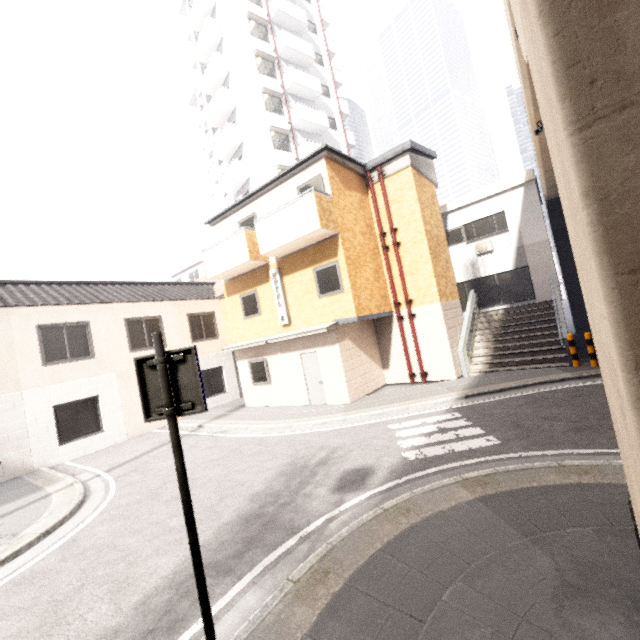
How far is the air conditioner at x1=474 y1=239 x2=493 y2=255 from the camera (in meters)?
16.46

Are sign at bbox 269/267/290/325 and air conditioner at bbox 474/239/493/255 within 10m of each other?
no

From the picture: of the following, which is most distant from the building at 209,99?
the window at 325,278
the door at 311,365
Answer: the door at 311,365

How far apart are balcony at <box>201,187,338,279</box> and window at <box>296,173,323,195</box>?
0.15m

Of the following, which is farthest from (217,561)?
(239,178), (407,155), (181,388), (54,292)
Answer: (239,178)

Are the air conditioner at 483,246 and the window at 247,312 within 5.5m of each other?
no

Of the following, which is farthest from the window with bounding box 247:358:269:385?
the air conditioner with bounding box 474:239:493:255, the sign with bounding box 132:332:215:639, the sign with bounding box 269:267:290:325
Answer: the air conditioner with bounding box 474:239:493:255

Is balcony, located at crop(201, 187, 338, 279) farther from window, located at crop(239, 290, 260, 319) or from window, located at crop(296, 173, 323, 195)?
window, located at crop(239, 290, 260, 319)
